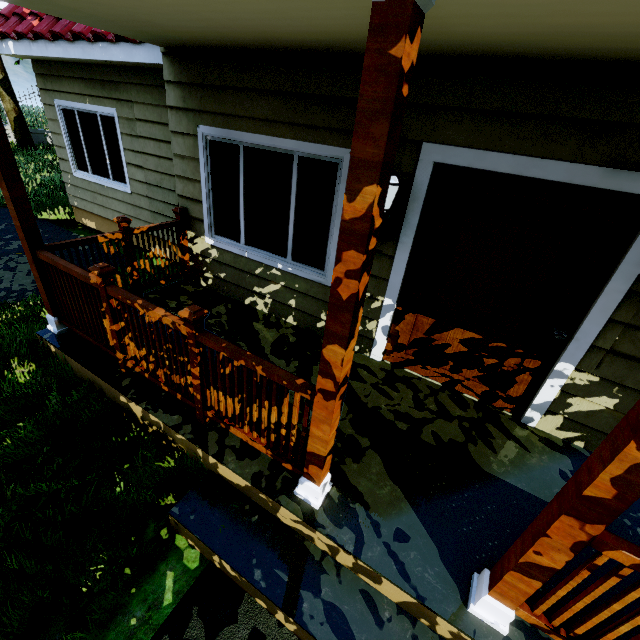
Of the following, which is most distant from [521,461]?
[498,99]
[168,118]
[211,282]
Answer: [168,118]

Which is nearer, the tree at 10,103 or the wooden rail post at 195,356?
the wooden rail post at 195,356

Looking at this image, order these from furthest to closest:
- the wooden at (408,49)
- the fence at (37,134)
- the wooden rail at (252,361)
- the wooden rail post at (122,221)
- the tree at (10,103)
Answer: the fence at (37,134) → the tree at (10,103) → the wooden rail post at (122,221) → the wooden rail at (252,361) → the wooden at (408,49)

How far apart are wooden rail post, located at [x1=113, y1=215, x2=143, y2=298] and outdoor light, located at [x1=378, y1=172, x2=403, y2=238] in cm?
283

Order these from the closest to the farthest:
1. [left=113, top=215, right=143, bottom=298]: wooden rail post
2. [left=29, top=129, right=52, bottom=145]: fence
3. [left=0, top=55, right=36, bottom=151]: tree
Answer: [left=113, top=215, right=143, bottom=298]: wooden rail post < [left=0, top=55, right=36, bottom=151]: tree < [left=29, top=129, right=52, bottom=145]: fence

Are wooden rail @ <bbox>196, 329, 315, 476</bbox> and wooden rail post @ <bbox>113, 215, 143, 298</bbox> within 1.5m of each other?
no

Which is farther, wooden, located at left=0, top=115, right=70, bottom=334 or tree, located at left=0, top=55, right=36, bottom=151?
tree, located at left=0, top=55, right=36, bottom=151

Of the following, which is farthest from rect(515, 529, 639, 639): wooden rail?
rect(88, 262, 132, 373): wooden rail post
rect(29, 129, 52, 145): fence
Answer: rect(29, 129, 52, 145): fence
